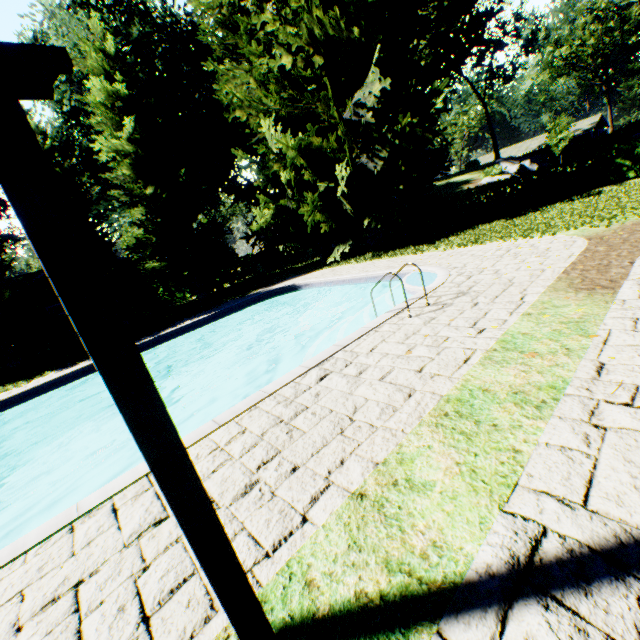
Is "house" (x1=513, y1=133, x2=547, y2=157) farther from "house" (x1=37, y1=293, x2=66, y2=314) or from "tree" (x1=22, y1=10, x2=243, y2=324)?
Result: "house" (x1=37, y1=293, x2=66, y2=314)

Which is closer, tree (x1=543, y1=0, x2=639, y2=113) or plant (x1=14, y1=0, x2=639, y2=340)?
plant (x1=14, y1=0, x2=639, y2=340)

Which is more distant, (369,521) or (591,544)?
(369,521)

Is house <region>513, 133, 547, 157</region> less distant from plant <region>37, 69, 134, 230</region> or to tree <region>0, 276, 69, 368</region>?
plant <region>37, 69, 134, 230</region>

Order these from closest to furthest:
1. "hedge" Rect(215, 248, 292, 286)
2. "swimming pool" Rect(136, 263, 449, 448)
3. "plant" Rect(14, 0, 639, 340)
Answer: "swimming pool" Rect(136, 263, 449, 448) → "plant" Rect(14, 0, 639, 340) → "hedge" Rect(215, 248, 292, 286)

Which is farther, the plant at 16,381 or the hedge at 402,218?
the hedge at 402,218

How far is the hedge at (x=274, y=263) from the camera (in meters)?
26.09

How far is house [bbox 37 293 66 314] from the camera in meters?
24.2
